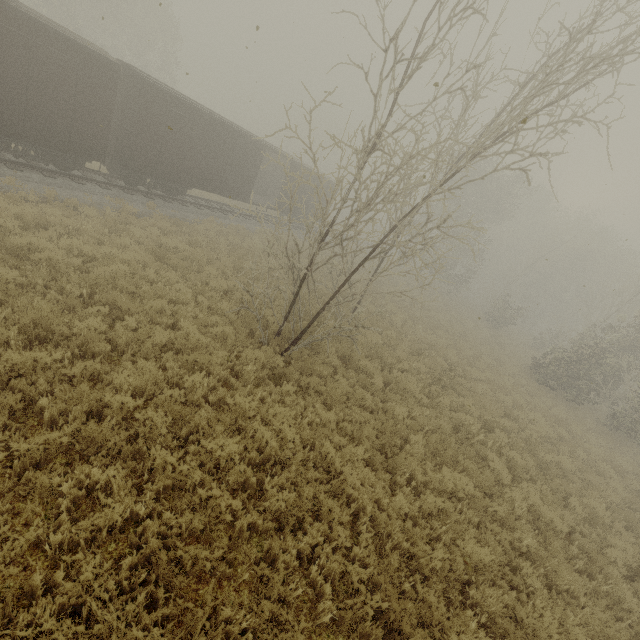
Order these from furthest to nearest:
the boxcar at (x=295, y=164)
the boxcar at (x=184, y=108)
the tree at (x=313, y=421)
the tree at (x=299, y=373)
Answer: the boxcar at (x=295, y=164), the boxcar at (x=184, y=108), the tree at (x=299, y=373), the tree at (x=313, y=421)

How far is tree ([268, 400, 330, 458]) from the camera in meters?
6.5 m

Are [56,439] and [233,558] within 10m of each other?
yes

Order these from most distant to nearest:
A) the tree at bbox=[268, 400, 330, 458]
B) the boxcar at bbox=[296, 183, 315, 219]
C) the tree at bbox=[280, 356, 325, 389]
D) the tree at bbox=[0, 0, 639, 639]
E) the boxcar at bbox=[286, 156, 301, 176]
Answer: the boxcar at bbox=[296, 183, 315, 219]
the boxcar at bbox=[286, 156, 301, 176]
the tree at bbox=[280, 356, 325, 389]
the tree at bbox=[268, 400, 330, 458]
the tree at bbox=[0, 0, 639, 639]

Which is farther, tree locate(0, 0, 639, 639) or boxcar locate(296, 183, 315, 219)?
boxcar locate(296, 183, 315, 219)

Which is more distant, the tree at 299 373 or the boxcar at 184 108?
the boxcar at 184 108
